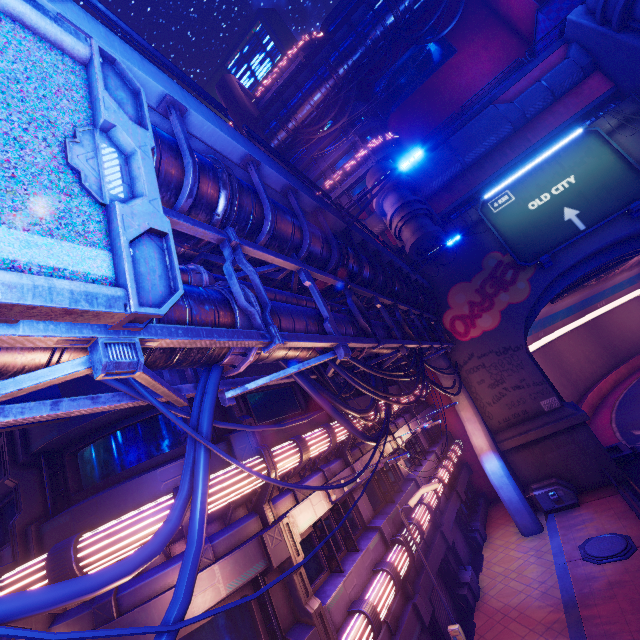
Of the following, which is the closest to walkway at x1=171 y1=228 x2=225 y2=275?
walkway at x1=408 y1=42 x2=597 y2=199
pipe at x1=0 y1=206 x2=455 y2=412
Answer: pipe at x1=0 y1=206 x2=455 y2=412

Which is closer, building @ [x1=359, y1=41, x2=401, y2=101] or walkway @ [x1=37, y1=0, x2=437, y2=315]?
walkway @ [x1=37, y1=0, x2=437, y2=315]

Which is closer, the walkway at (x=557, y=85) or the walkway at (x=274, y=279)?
the walkway at (x=274, y=279)

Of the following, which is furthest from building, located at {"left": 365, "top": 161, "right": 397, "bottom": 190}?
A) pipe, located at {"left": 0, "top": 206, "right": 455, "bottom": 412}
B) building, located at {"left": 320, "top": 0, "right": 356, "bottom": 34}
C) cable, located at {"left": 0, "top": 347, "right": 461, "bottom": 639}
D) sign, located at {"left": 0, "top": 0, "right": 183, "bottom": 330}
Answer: sign, located at {"left": 0, "top": 0, "right": 183, "bottom": 330}

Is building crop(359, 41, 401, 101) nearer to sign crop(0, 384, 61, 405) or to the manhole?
the manhole

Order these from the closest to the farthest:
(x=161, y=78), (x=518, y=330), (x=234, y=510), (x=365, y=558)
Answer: (x=161, y=78)
(x=234, y=510)
(x=365, y=558)
(x=518, y=330)

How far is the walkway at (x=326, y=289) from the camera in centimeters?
1043cm

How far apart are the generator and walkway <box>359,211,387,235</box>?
21.36m
